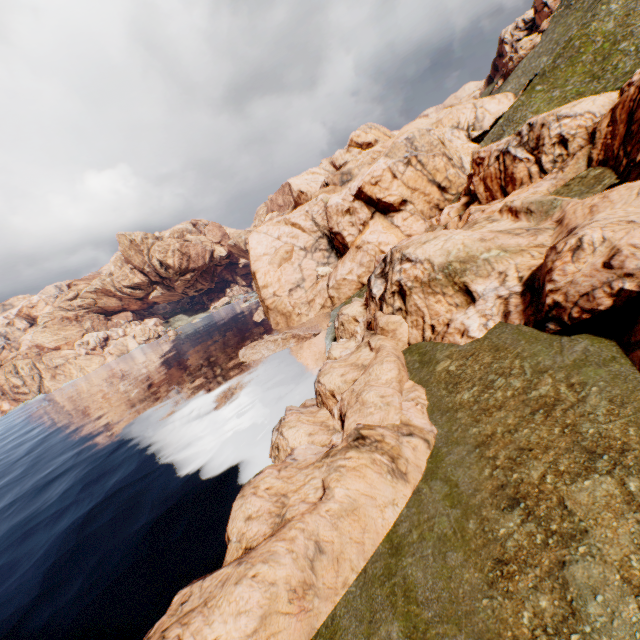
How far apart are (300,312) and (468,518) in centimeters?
4988cm

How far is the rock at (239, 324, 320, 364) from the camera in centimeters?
4712cm

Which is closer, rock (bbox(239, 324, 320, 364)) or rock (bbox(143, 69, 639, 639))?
rock (bbox(143, 69, 639, 639))

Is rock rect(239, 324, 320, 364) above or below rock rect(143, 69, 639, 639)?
Result: below

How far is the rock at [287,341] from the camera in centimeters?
4712cm

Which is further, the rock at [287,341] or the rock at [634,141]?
the rock at [287,341]
